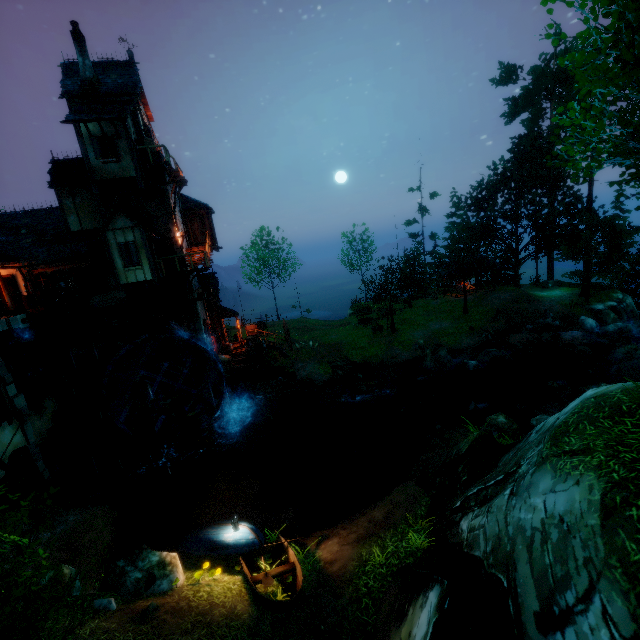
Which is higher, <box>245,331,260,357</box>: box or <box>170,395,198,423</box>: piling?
<box>245,331,260,357</box>: box

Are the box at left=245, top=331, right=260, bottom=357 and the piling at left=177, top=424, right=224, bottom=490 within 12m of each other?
yes

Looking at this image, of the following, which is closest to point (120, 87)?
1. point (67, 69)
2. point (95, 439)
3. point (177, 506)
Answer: point (67, 69)

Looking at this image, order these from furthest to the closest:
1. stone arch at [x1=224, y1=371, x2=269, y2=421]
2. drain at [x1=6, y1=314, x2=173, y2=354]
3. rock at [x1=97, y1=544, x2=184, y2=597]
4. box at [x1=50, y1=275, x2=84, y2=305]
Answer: stone arch at [x1=224, y1=371, x2=269, y2=421] → box at [x1=50, y1=275, x2=84, y2=305] → drain at [x1=6, y1=314, x2=173, y2=354] → rock at [x1=97, y1=544, x2=184, y2=597]

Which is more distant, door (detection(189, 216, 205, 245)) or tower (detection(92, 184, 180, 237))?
door (detection(189, 216, 205, 245))

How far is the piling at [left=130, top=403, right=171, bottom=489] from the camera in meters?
16.5 m

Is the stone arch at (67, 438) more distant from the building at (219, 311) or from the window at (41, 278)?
the window at (41, 278)

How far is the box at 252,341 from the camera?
23.98m
